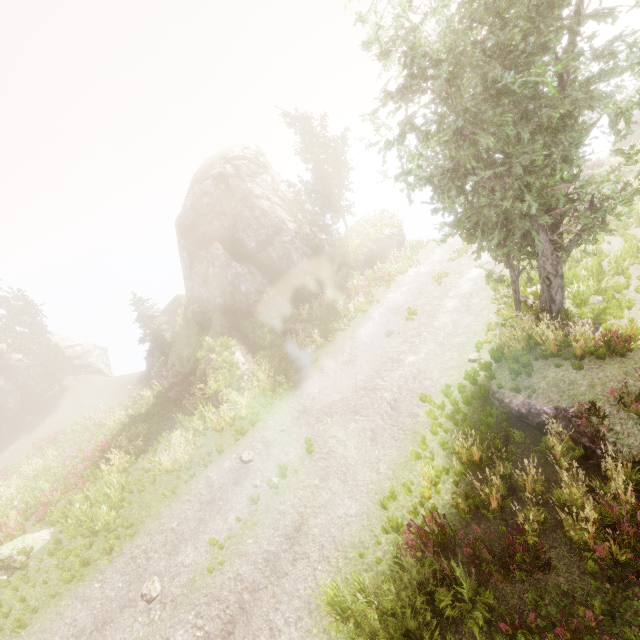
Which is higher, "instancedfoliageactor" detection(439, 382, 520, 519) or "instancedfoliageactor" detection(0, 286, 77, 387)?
"instancedfoliageactor" detection(0, 286, 77, 387)

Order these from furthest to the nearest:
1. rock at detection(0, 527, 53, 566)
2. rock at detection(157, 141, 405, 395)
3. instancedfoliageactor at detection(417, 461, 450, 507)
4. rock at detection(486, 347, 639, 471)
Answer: rock at detection(157, 141, 405, 395), rock at detection(0, 527, 53, 566), instancedfoliageactor at detection(417, 461, 450, 507), rock at detection(486, 347, 639, 471)

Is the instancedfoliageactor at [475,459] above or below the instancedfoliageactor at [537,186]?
below

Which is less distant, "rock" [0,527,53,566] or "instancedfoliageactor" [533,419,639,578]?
"instancedfoliageactor" [533,419,639,578]

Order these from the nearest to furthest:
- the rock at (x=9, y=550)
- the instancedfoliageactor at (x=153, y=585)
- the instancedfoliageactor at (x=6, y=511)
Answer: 1. the instancedfoliageactor at (x=153, y=585)
2. the rock at (x=9, y=550)
3. the instancedfoliageactor at (x=6, y=511)

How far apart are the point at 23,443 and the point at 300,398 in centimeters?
2730cm

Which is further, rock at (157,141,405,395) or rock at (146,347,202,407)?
rock at (157,141,405,395)

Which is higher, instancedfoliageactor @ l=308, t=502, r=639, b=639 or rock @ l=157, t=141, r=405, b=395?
rock @ l=157, t=141, r=405, b=395
